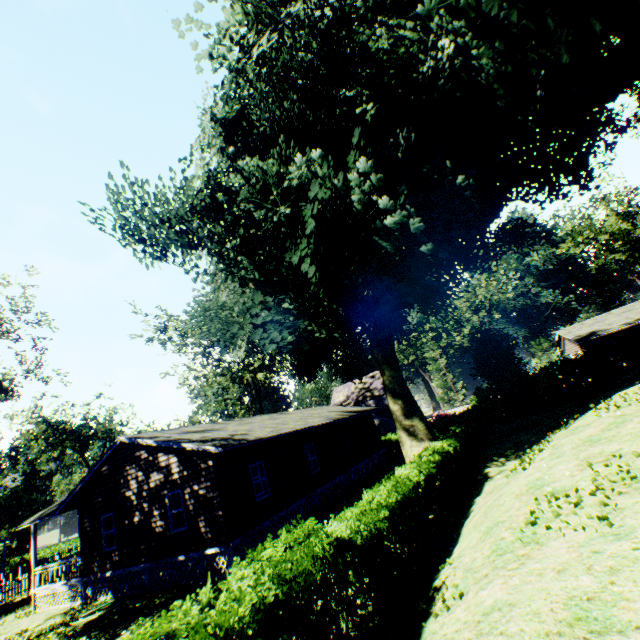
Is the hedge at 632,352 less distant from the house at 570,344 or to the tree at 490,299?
the house at 570,344

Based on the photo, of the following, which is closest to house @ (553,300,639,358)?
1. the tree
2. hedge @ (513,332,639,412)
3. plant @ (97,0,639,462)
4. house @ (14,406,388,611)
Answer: hedge @ (513,332,639,412)

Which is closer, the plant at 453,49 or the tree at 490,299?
the plant at 453,49

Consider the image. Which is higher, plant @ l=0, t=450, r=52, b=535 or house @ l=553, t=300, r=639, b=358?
plant @ l=0, t=450, r=52, b=535

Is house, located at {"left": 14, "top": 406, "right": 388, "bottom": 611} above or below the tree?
below

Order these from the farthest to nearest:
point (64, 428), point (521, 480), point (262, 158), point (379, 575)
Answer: point (64, 428) < point (262, 158) < point (521, 480) < point (379, 575)

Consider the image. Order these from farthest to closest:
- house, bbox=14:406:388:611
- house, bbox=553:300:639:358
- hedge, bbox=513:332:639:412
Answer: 1. house, bbox=553:300:639:358
2. hedge, bbox=513:332:639:412
3. house, bbox=14:406:388:611
